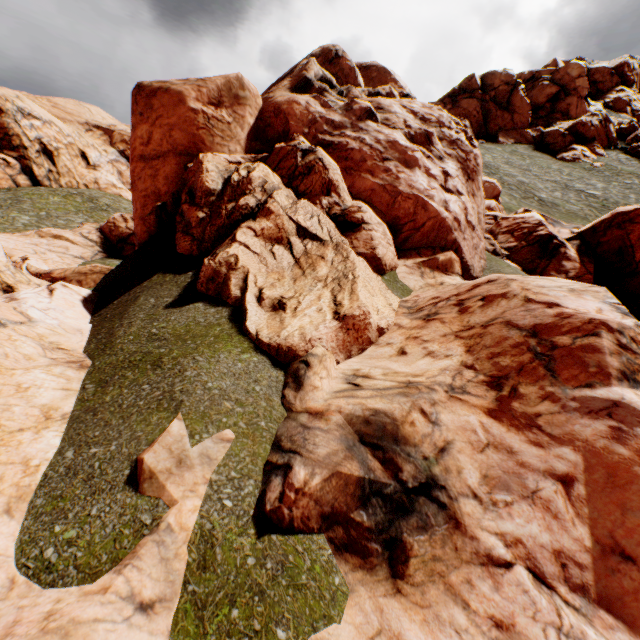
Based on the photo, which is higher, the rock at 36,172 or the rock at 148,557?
the rock at 36,172

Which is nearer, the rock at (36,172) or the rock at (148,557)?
the rock at (148,557)

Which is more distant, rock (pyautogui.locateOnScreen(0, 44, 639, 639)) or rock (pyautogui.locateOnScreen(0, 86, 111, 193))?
rock (pyautogui.locateOnScreen(0, 86, 111, 193))

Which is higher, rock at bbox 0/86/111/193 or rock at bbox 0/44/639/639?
rock at bbox 0/86/111/193

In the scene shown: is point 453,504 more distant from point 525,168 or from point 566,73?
point 566,73
